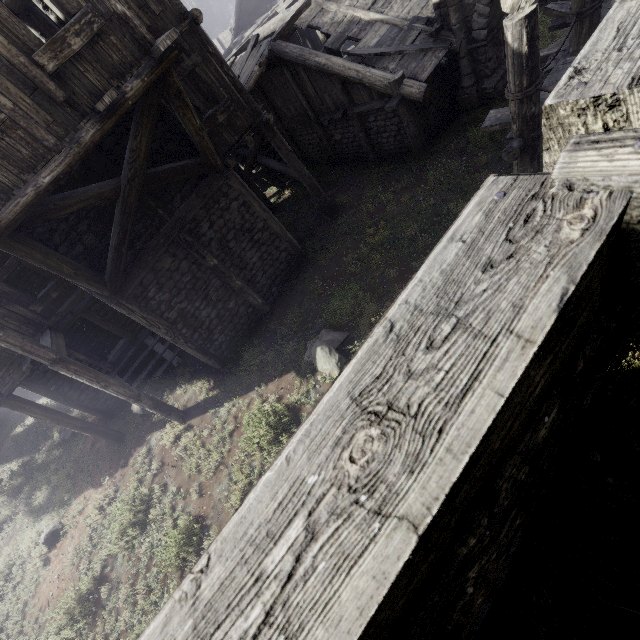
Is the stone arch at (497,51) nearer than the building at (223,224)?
No

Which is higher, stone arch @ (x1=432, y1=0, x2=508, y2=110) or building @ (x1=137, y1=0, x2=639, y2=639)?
building @ (x1=137, y1=0, x2=639, y2=639)

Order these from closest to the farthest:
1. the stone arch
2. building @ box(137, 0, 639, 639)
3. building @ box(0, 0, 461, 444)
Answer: building @ box(137, 0, 639, 639) → building @ box(0, 0, 461, 444) → the stone arch

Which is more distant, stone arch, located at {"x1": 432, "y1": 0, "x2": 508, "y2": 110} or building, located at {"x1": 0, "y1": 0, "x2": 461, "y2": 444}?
stone arch, located at {"x1": 432, "y1": 0, "x2": 508, "y2": 110}

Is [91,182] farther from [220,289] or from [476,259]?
[476,259]

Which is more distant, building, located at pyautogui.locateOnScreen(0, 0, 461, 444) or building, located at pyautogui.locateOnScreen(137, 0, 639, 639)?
building, located at pyautogui.locateOnScreen(0, 0, 461, 444)

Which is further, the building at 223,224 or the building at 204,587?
the building at 223,224
